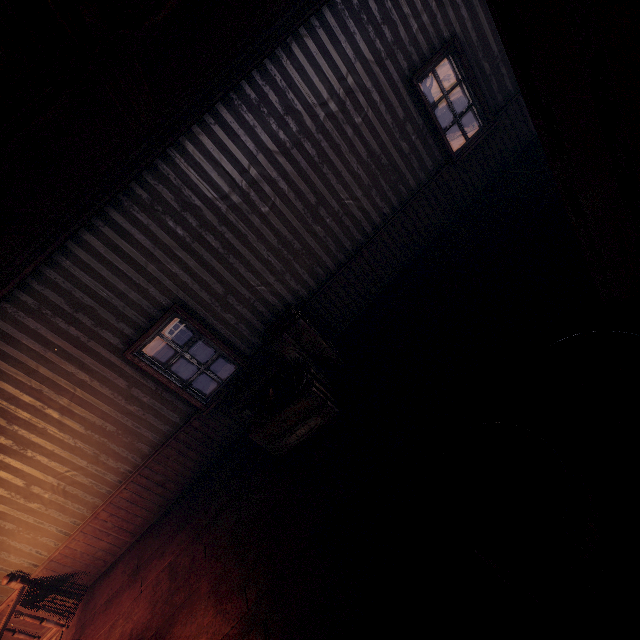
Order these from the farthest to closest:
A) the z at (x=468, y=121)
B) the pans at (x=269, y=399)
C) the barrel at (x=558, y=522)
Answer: the z at (x=468, y=121) < the pans at (x=269, y=399) < the barrel at (x=558, y=522)

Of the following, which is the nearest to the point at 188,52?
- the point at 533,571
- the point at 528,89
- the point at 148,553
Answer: the point at 528,89

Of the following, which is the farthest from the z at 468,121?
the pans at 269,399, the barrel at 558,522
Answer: the barrel at 558,522

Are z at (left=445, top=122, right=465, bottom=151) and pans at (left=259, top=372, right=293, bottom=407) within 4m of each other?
no

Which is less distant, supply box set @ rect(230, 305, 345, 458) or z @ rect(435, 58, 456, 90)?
supply box set @ rect(230, 305, 345, 458)

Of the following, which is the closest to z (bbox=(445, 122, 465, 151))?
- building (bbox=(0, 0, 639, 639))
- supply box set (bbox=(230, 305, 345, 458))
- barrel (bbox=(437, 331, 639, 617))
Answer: building (bbox=(0, 0, 639, 639))

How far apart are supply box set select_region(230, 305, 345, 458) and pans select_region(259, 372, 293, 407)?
0.0m

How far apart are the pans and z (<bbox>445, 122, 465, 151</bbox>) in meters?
25.1
